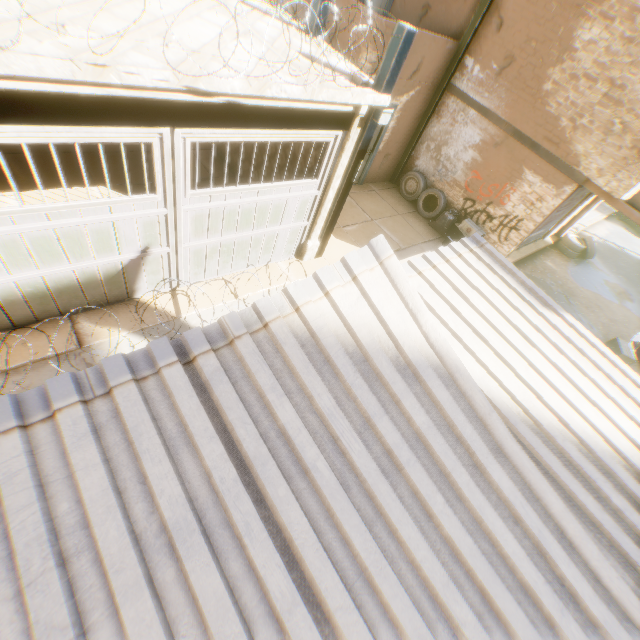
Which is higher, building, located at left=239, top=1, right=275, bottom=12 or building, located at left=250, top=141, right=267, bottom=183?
building, located at left=239, top=1, right=275, bottom=12

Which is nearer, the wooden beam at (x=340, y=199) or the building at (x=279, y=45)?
the building at (x=279, y=45)

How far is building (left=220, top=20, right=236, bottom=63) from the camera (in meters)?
4.12

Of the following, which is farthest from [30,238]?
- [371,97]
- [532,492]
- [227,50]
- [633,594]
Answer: [633,594]

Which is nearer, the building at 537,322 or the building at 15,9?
the building at 537,322

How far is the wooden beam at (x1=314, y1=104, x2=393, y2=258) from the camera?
5.45m

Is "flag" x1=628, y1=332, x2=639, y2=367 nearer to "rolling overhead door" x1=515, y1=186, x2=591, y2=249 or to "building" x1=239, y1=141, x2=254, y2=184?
"building" x1=239, y1=141, x2=254, y2=184

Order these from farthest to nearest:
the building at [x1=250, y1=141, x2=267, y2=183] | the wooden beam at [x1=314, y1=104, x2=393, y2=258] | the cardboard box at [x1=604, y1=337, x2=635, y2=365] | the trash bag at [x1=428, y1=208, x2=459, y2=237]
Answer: the trash bag at [x1=428, y1=208, x2=459, y2=237] < the cardboard box at [x1=604, y1=337, x2=635, y2=365] < the building at [x1=250, y1=141, x2=267, y2=183] < the wooden beam at [x1=314, y1=104, x2=393, y2=258]
